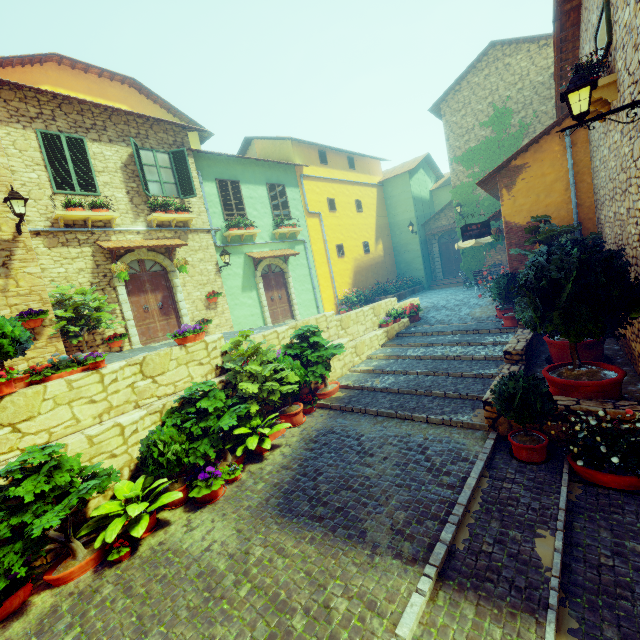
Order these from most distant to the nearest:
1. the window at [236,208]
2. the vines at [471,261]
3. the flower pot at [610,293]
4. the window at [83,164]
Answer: the vines at [471,261] → the window at [236,208] → the window at [83,164] → the flower pot at [610,293]

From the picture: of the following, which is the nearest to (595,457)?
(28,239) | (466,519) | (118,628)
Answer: (466,519)

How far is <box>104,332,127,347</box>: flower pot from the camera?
9.3m

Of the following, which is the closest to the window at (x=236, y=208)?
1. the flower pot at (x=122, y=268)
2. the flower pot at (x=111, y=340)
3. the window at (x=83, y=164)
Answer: the window at (x=83, y=164)

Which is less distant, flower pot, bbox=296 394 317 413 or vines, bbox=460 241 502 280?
flower pot, bbox=296 394 317 413

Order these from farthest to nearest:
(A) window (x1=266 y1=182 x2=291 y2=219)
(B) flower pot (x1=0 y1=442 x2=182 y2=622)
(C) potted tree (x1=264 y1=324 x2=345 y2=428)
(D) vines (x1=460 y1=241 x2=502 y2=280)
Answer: (D) vines (x1=460 y1=241 x2=502 y2=280), (A) window (x1=266 y1=182 x2=291 y2=219), (C) potted tree (x1=264 y1=324 x2=345 y2=428), (B) flower pot (x1=0 y1=442 x2=182 y2=622)

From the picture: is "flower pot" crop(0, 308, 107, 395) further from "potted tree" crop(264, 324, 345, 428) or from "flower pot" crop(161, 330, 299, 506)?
"potted tree" crop(264, 324, 345, 428)

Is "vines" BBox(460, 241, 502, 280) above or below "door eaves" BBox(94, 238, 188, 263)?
below
